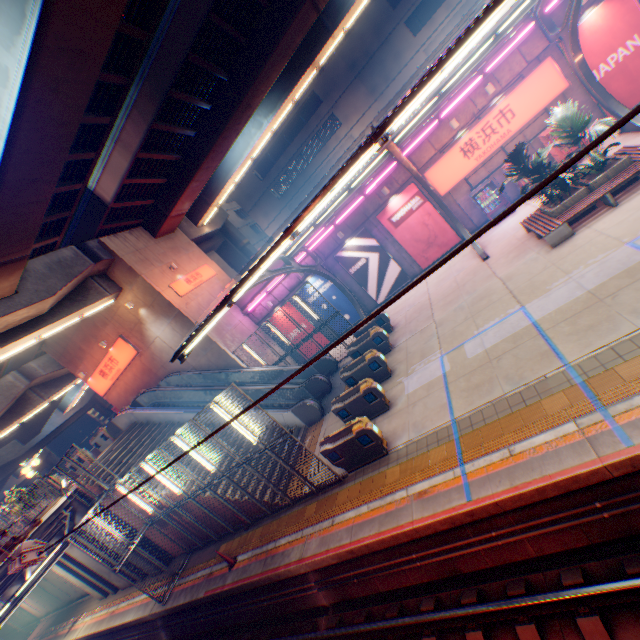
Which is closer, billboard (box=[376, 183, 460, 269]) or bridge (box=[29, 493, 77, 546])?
bridge (box=[29, 493, 77, 546])

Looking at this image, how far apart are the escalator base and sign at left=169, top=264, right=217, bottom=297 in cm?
1053

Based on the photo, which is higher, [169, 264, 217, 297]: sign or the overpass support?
the overpass support

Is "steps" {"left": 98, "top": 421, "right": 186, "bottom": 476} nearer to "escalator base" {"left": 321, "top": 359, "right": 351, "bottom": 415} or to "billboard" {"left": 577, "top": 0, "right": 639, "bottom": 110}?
"escalator base" {"left": 321, "top": 359, "right": 351, "bottom": 415}

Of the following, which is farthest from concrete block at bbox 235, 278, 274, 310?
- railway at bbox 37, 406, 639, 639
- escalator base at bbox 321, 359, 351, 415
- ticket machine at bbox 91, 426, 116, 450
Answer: railway at bbox 37, 406, 639, 639

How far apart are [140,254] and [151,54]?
10.5m

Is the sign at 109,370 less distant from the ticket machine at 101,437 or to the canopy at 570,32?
the ticket machine at 101,437

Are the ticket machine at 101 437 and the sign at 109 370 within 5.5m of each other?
yes
